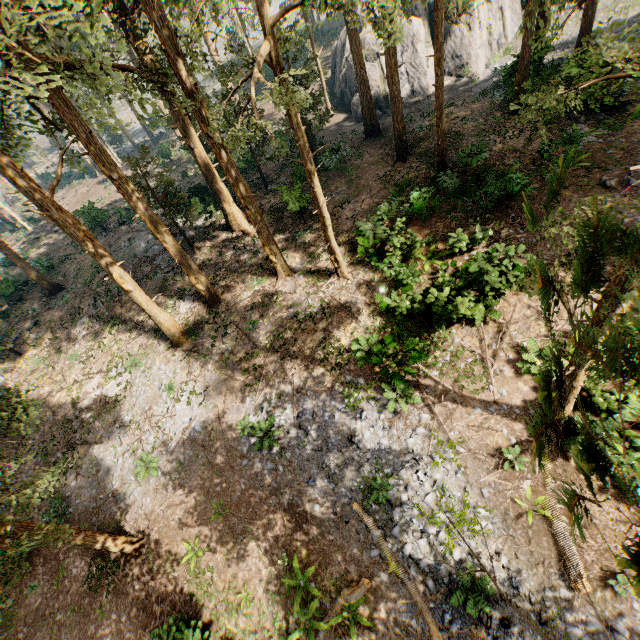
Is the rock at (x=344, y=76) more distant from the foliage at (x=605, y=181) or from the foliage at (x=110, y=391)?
the foliage at (x=110, y=391)

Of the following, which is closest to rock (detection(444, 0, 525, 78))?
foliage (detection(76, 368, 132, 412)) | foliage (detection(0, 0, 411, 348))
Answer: foliage (detection(0, 0, 411, 348))

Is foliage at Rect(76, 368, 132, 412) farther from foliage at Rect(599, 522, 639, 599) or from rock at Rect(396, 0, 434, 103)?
rock at Rect(396, 0, 434, 103)

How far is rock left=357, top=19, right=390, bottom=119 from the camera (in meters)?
31.94

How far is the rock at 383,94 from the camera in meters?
31.9

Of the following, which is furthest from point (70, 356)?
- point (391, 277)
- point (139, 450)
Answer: point (391, 277)
